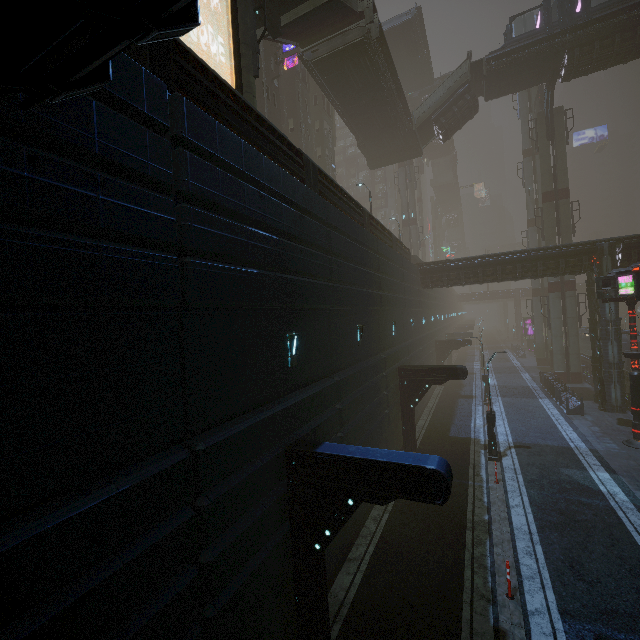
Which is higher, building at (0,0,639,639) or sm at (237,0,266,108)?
sm at (237,0,266,108)

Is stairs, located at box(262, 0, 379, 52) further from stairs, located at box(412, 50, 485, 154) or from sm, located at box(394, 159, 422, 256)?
stairs, located at box(412, 50, 485, 154)

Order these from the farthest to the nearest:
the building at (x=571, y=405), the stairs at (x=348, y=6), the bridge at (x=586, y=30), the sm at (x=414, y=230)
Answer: the sm at (x=414, y=230) → the bridge at (x=586, y=30) → the building at (x=571, y=405) → the stairs at (x=348, y=6)

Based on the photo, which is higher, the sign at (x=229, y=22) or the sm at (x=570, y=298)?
the sign at (x=229, y=22)

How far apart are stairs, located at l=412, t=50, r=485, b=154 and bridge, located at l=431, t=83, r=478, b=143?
0.00m

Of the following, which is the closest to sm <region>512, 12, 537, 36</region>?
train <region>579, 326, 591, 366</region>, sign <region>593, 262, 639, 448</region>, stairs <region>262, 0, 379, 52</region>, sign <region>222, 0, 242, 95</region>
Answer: train <region>579, 326, 591, 366</region>

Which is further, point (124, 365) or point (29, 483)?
A: point (124, 365)

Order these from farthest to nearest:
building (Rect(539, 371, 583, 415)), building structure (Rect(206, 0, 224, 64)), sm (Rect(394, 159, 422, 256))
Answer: sm (Rect(394, 159, 422, 256)) < building (Rect(539, 371, 583, 415)) < building structure (Rect(206, 0, 224, 64))
